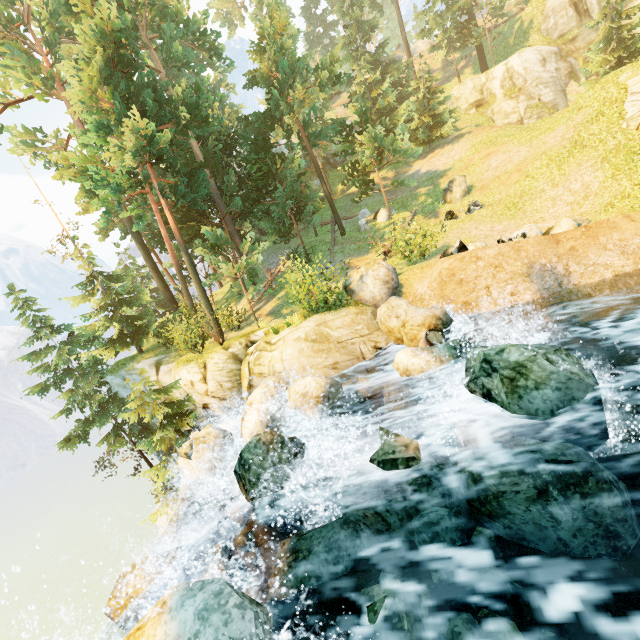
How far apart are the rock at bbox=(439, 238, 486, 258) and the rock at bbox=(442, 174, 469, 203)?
8.8m

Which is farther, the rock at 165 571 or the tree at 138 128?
the tree at 138 128

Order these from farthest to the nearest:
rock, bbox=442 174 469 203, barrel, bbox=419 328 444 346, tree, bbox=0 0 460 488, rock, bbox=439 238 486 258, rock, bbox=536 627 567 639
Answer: rock, bbox=442 174 469 203
tree, bbox=0 0 460 488
rock, bbox=439 238 486 258
barrel, bbox=419 328 444 346
rock, bbox=536 627 567 639

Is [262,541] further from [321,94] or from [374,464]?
[321,94]

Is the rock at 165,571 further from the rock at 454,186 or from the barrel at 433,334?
the rock at 454,186

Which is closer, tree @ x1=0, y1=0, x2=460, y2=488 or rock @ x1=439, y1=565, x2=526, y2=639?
rock @ x1=439, y1=565, x2=526, y2=639

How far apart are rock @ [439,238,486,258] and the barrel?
4.12m

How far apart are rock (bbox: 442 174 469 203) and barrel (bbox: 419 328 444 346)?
13.6m
